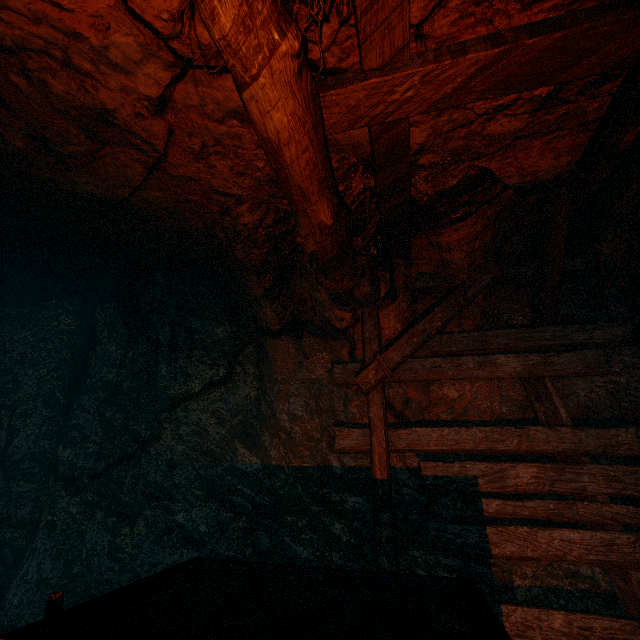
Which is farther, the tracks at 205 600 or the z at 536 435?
the z at 536 435

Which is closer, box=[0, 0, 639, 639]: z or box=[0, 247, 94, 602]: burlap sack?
box=[0, 0, 639, 639]: z

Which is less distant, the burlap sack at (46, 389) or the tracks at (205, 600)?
the tracks at (205, 600)

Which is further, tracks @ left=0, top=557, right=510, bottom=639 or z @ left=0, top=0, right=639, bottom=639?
z @ left=0, top=0, right=639, bottom=639

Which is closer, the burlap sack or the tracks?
the tracks

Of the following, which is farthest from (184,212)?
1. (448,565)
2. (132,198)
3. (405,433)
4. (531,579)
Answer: (531,579)

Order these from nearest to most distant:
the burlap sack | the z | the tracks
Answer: the tracks, the z, the burlap sack
